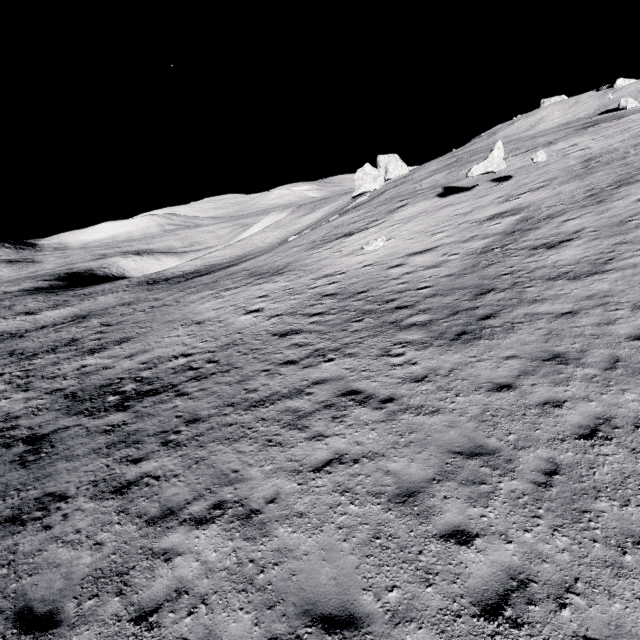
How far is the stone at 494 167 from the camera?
22.9m

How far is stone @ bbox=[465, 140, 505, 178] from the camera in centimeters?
2291cm

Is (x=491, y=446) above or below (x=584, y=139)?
below
